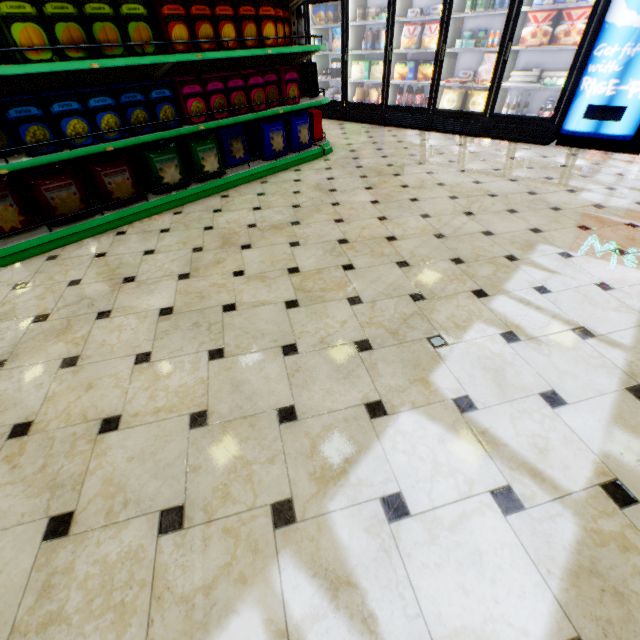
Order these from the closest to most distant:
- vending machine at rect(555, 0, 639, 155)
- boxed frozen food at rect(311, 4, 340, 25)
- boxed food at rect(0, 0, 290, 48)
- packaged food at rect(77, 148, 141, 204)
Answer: boxed food at rect(0, 0, 290, 48) → packaged food at rect(77, 148, 141, 204) → vending machine at rect(555, 0, 639, 155) → boxed frozen food at rect(311, 4, 340, 25)

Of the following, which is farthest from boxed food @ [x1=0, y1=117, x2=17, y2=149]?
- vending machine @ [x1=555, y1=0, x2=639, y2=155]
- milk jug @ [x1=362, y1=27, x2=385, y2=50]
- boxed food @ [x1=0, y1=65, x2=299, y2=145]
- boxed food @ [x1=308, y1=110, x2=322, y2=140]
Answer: vending machine @ [x1=555, y1=0, x2=639, y2=155]

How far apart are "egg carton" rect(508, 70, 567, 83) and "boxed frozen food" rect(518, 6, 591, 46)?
0.30m

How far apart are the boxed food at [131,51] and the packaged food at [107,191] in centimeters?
73cm

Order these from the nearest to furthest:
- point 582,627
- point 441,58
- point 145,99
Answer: point 582,627 < point 145,99 < point 441,58

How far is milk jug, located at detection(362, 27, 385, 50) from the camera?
5.9m

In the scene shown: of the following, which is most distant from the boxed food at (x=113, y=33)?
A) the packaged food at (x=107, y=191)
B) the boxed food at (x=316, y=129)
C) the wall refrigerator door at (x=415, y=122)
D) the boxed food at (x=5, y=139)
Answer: the wall refrigerator door at (x=415, y=122)

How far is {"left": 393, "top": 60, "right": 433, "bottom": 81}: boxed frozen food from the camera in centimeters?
570cm
